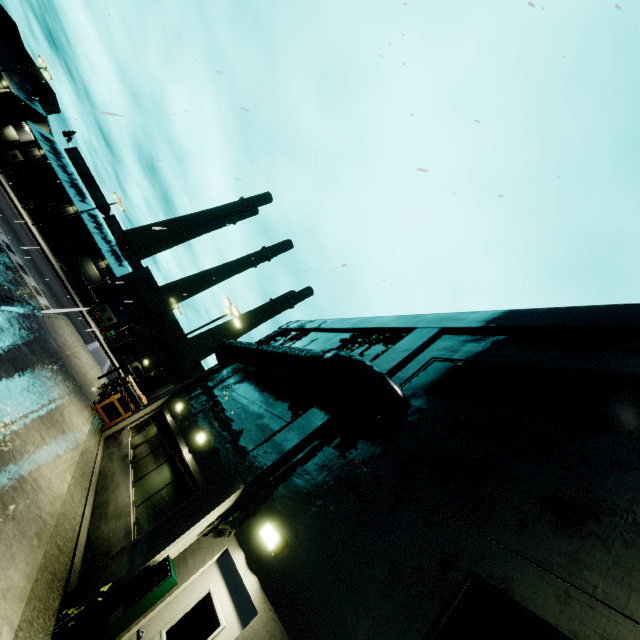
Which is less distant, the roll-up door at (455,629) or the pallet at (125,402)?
the roll-up door at (455,629)

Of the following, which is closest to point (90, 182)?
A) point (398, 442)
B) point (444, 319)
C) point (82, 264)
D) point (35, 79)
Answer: point (35, 79)

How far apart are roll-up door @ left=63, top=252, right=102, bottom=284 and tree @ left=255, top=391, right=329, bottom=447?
57.5 meters

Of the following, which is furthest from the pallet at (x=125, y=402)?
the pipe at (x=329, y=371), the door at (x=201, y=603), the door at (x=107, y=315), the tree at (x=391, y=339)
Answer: the door at (x=107, y=315)

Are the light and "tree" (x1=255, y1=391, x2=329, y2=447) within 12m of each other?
yes

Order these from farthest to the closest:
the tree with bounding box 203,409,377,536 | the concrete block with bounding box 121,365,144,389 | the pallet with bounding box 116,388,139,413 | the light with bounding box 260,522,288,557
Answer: the concrete block with bounding box 121,365,144,389 < the pallet with bounding box 116,388,139,413 < the tree with bounding box 203,409,377,536 < the light with bounding box 260,522,288,557

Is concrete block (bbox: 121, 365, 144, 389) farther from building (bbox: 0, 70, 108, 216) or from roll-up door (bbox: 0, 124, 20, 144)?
roll-up door (bbox: 0, 124, 20, 144)

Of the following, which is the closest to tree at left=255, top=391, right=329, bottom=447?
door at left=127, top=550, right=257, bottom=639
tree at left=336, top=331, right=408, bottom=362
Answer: tree at left=336, top=331, right=408, bottom=362
